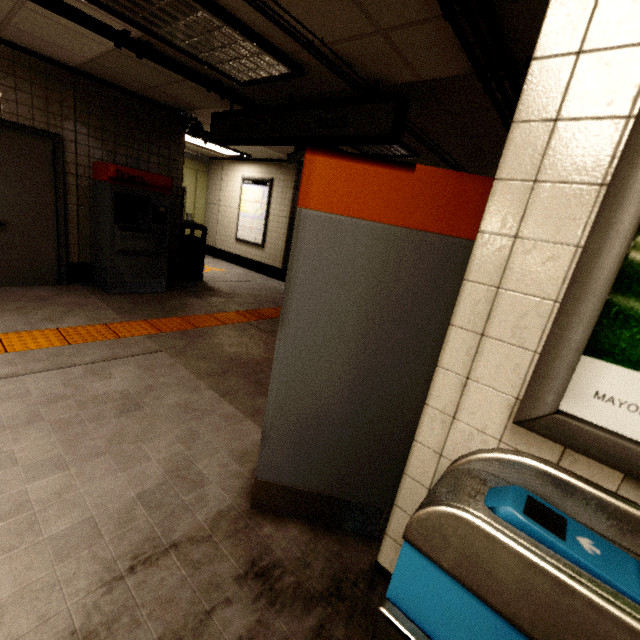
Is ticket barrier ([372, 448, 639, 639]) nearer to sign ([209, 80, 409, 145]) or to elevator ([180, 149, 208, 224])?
sign ([209, 80, 409, 145])

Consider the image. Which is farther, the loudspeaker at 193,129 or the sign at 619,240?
the loudspeaker at 193,129

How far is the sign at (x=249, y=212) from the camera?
8.5 meters

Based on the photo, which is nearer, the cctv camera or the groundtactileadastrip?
the groundtactileadastrip

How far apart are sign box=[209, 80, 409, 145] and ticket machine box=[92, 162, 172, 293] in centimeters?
88cm

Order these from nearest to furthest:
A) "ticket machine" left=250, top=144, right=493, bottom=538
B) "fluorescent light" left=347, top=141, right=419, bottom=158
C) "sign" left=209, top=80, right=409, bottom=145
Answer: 1. "ticket machine" left=250, top=144, right=493, bottom=538
2. "sign" left=209, top=80, right=409, bottom=145
3. "fluorescent light" left=347, top=141, right=419, bottom=158

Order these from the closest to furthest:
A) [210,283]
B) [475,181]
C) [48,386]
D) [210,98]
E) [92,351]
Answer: [475,181] → [48,386] → [92,351] → [210,98] → [210,283]

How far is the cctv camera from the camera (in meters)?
6.01
